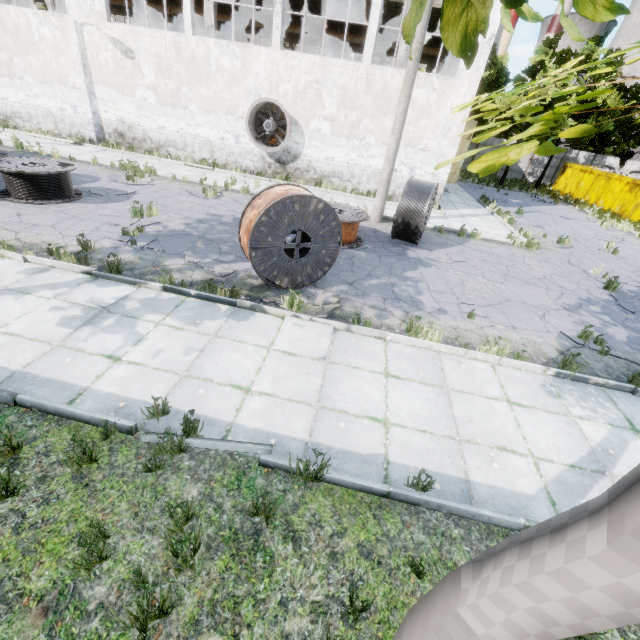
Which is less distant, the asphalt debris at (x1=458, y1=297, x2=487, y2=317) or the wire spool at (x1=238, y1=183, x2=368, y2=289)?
the wire spool at (x1=238, y1=183, x2=368, y2=289)

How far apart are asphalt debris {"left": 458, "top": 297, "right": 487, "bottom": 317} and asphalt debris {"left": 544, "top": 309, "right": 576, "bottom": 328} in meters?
1.6 m

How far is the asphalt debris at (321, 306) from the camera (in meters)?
6.46

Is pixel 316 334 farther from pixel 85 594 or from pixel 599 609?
pixel 599 609

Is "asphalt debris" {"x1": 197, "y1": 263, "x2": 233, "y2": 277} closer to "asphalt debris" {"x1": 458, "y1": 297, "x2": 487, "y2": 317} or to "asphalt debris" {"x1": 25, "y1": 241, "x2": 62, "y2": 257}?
"asphalt debris" {"x1": 25, "y1": 241, "x2": 62, "y2": 257}

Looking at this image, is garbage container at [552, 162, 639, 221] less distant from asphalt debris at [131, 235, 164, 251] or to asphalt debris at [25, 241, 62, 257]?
asphalt debris at [131, 235, 164, 251]

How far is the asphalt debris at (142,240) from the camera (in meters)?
7.90

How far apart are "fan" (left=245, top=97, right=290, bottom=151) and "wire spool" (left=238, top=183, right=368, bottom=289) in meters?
10.2 m
